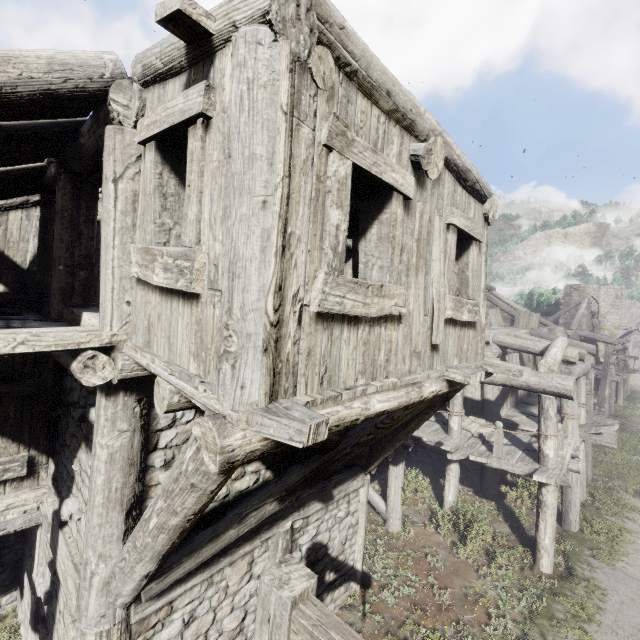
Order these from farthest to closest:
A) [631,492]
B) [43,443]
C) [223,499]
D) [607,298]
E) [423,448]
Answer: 1. [607,298]
2. [631,492]
3. [423,448]
4. [43,443]
5. [223,499]

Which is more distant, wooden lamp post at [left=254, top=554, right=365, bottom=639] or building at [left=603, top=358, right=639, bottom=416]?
building at [left=603, top=358, right=639, bottom=416]

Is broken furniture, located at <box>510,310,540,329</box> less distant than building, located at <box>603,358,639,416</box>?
Yes

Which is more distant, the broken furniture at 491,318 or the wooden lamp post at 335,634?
the broken furniture at 491,318

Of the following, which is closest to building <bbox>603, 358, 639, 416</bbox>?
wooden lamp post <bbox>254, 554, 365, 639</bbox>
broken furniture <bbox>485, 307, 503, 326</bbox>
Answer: broken furniture <bbox>485, 307, 503, 326</bbox>

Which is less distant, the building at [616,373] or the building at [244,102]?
the building at [244,102]

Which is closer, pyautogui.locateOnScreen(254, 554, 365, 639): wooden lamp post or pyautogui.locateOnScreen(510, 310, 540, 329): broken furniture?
pyautogui.locateOnScreen(254, 554, 365, 639): wooden lamp post
